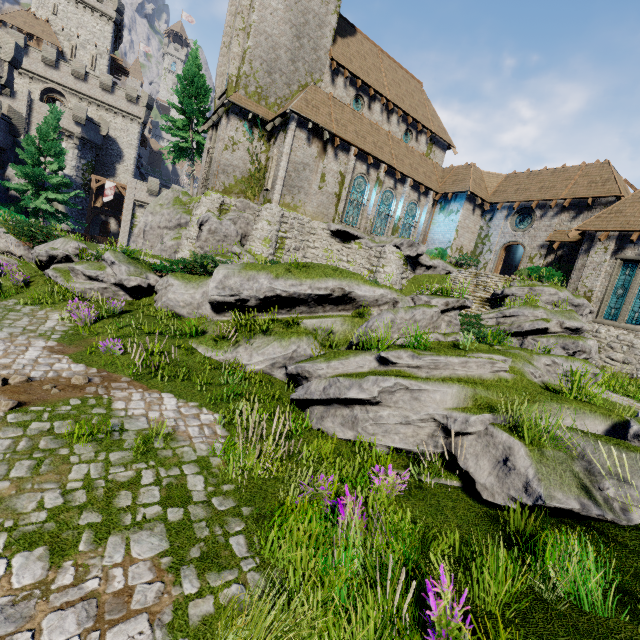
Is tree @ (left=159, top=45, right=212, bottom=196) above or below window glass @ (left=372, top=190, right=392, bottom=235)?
above

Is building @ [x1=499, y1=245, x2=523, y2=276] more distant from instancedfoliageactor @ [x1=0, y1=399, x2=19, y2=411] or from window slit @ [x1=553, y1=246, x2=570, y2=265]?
instancedfoliageactor @ [x1=0, y1=399, x2=19, y2=411]

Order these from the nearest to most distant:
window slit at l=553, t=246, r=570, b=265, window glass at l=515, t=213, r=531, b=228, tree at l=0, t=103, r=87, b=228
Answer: window slit at l=553, t=246, r=570, b=265
tree at l=0, t=103, r=87, b=228
window glass at l=515, t=213, r=531, b=228

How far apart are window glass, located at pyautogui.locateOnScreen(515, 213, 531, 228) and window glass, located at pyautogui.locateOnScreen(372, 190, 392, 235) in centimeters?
990cm

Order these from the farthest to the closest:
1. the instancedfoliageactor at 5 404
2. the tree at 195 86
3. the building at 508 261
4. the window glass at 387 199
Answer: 1. the building at 508 261
2. the tree at 195 86
3. the window glass at 387 199
4. the instancedfoliageactor at 5 404

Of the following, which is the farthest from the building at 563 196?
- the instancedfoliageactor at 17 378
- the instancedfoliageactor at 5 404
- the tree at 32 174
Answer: the instancedfoliageactor at 5 404

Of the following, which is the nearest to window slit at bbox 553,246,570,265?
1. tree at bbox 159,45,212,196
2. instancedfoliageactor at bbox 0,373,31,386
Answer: tree at bbox 159,45,212,196

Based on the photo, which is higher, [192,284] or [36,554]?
[192,284]
